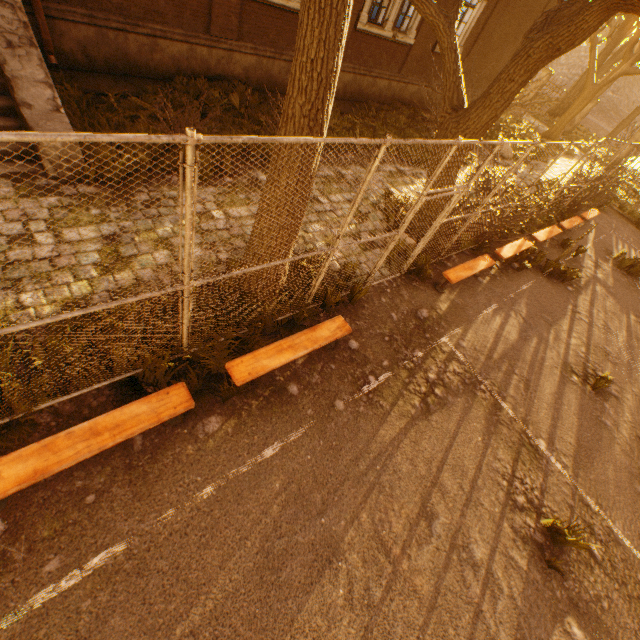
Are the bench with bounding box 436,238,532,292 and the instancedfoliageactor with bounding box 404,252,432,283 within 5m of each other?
yes

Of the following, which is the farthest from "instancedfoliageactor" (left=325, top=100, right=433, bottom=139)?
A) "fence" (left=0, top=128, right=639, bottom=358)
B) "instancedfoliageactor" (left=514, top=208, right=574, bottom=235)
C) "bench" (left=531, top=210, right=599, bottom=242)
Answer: "bench" (left=531, top=210, right=599, bottom=242)

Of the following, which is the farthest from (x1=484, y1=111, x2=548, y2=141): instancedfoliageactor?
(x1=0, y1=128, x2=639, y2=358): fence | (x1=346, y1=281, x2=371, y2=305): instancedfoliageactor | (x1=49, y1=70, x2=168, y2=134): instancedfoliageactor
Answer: (x1=346, y1=281, x2=371, y2=305): instancedfoliageactor

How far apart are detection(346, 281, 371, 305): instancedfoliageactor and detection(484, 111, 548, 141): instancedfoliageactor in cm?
2005

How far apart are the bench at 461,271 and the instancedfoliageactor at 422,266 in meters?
0.3

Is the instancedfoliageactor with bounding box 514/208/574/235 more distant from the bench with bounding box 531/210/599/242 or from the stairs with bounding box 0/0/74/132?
the stairs with bounding box 0/0/74/132

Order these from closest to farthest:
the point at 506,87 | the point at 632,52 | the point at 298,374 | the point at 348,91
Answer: the point at 298,374 → the point at 506,87 → the point at 348,91 → the point at 632,52

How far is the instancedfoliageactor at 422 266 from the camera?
6.8m
